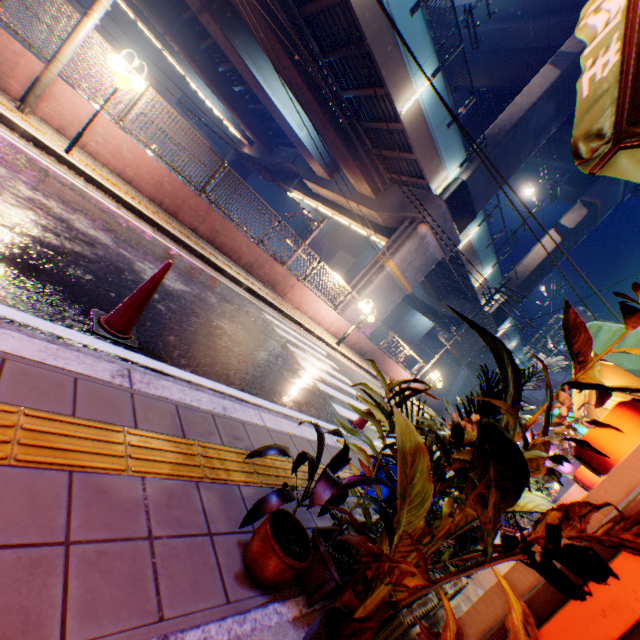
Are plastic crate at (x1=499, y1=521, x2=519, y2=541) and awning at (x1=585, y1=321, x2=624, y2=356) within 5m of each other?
yes

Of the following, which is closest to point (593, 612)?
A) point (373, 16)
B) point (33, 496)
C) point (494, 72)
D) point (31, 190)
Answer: point (33, 496)

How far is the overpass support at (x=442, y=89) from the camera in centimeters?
1404cm

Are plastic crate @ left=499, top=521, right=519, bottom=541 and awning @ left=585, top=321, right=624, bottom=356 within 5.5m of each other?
yes

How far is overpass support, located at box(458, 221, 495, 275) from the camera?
21.41m

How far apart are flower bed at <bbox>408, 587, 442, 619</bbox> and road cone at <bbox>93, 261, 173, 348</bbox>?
2.29m

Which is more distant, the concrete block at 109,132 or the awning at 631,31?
the concrete block at 109,132
